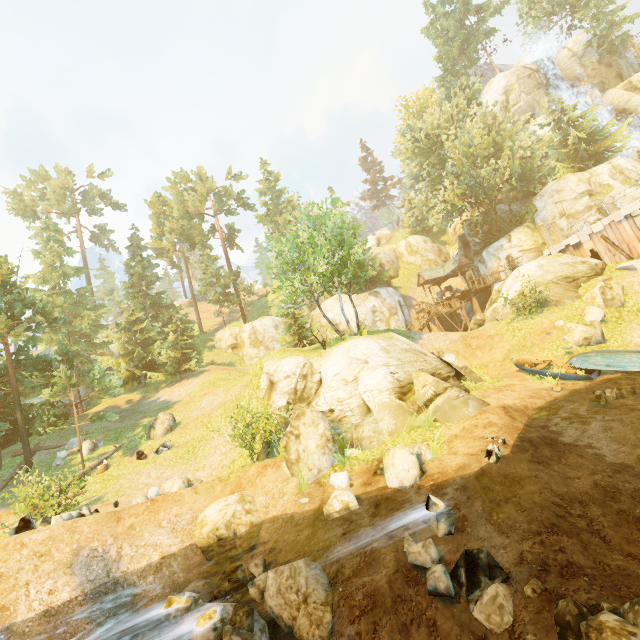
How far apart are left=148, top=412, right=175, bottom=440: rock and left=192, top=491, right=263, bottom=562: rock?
11.62m

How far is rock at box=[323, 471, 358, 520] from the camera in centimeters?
962cm

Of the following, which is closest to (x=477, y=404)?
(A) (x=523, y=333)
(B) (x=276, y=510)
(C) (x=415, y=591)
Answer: (C) (x=415, y=591)

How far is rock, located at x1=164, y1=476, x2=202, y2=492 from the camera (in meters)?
13.74

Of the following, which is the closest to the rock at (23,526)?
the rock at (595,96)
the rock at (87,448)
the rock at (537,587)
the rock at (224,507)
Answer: the rock at (224,507)

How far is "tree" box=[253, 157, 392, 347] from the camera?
19.3 meters

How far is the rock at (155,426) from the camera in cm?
2136

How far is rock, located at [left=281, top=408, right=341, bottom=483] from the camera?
11.6 meters
